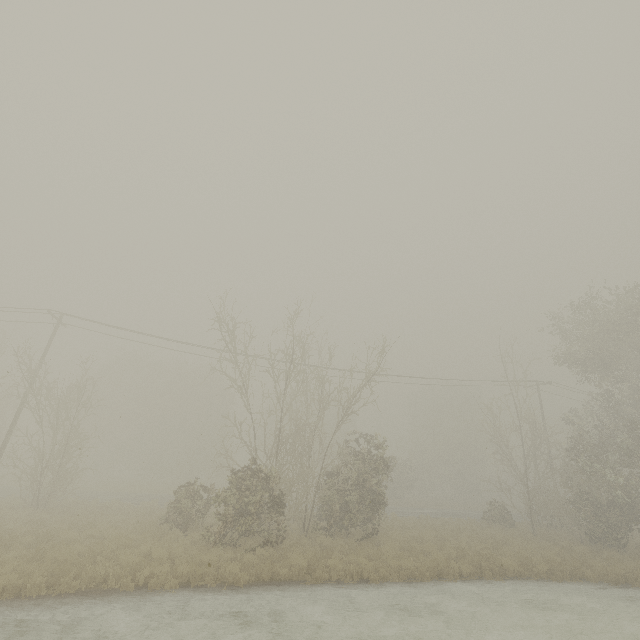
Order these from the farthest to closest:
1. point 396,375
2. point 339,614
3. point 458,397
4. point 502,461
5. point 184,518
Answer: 1. point 458,397
2. point 502,461
3. point 396,375
4. point 184,518
5. point 339,614
